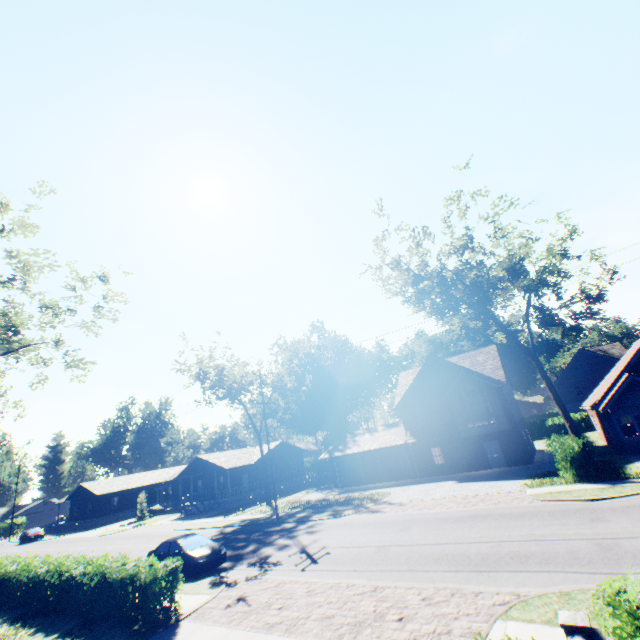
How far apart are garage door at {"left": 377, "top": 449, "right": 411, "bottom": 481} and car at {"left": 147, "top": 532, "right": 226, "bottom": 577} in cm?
2083

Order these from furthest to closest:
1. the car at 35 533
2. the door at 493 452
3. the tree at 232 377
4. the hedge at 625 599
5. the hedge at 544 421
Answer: the car at 35 533 < the tree at 232 377 < the door at 493 452 < the hedge at 544 421 < the hedge at 625 599

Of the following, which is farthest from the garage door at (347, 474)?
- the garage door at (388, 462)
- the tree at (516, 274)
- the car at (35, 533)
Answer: the car at (35, 533)

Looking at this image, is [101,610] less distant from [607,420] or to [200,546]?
[200,546]

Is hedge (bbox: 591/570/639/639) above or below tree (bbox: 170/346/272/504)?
below

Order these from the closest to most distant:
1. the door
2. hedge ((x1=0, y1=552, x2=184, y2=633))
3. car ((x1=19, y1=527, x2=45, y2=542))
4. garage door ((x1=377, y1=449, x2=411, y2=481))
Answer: hedge ((x1=0, y1=552, x2=184, y2=633)) → the door → garage door ((x1=377, y1=449, x2=411, y2=481)) → car ((x1=19, y1=527, x2=45, y2=542))

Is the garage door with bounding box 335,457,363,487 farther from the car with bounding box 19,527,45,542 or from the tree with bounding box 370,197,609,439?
the car with bounding box 19,527,45,542

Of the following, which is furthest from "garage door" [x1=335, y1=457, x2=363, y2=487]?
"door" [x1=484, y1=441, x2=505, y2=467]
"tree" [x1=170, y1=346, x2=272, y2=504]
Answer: "door" [x1=484, y1=441, x2=505, y2=467]
